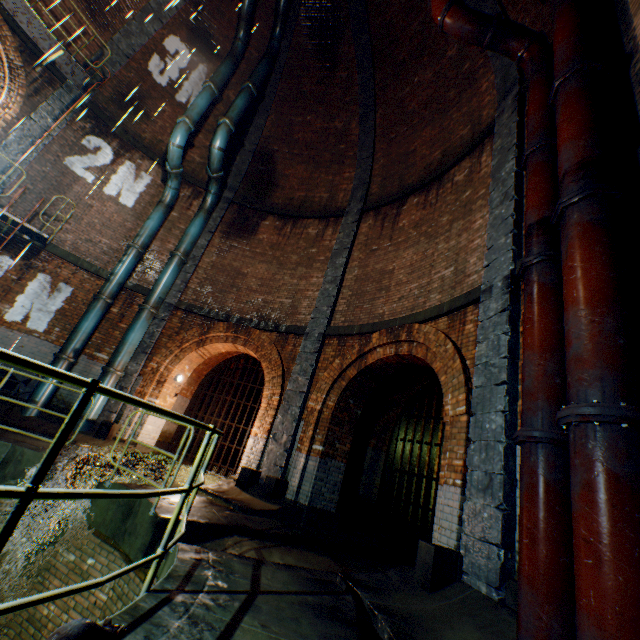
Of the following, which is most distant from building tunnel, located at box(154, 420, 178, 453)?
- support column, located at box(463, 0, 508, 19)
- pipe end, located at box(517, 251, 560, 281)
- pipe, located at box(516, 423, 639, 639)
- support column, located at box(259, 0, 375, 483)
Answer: pipe, located at box(516, 423, 639, 639)

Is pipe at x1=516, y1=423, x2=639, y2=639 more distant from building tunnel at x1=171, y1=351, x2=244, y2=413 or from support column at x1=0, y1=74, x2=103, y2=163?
building tunnel at x1=171, y1=351, x2=244, y2=413

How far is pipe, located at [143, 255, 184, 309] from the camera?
10.40m

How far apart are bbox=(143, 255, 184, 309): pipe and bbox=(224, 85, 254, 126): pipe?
4.8 meters

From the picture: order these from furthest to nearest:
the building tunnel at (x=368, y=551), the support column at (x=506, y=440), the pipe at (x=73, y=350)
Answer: the pipe at (x=73, y=350) → the building tunnel at (x=368, y=551) → the support column at (x=506, y=440)

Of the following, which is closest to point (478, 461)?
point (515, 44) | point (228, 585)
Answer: point (228, 585)

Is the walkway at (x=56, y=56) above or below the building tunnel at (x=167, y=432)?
above

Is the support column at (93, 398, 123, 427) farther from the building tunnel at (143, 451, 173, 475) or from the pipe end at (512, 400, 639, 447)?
the pipe end at (512, 400, 639, 447)
